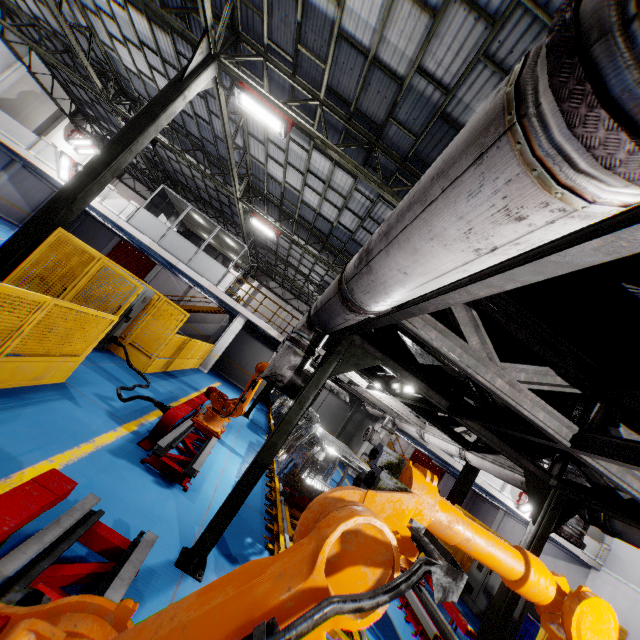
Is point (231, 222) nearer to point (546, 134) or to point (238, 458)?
point (238, 458)

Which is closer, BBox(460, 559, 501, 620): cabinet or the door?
BBox(460, 559, 501, 620): cabinet

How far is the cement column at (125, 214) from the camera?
17.9m

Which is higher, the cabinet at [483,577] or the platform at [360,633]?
the cabinet at [483,577]

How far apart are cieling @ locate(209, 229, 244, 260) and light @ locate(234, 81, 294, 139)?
10.4 meters

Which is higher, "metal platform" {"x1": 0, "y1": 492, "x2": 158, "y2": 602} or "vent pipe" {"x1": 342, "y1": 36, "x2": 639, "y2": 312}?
"vent pipe" {"x1": 342, "y1": 36, "x2": 639, "y2": 312}

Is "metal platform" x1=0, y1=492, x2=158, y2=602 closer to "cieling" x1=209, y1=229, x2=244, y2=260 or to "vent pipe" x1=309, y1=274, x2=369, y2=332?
"vent pipe" x1=309, y1=274, x2=369, y2=332

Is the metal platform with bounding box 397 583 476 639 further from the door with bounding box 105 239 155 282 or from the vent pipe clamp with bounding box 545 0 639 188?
the door with bounding box 105 239 155 282
